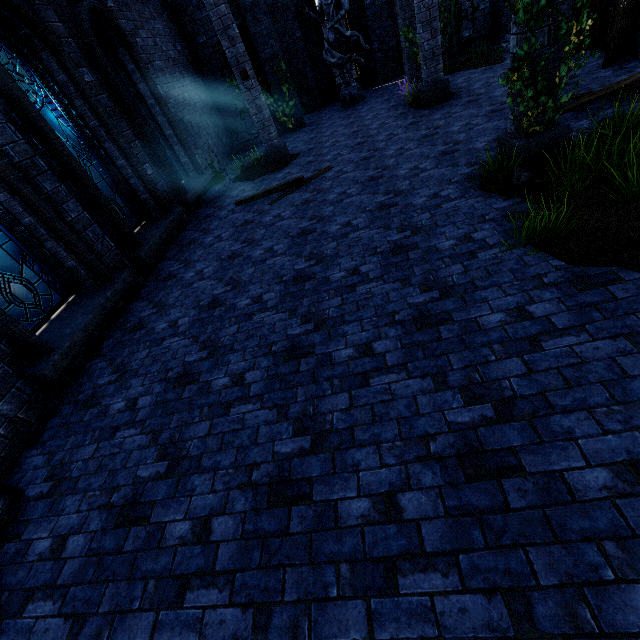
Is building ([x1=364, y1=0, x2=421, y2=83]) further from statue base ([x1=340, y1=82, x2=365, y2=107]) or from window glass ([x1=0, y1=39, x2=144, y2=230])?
statue base ([x1=340, y1=82, x2=365, y2=107])

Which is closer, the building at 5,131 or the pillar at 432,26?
the building at 5,131

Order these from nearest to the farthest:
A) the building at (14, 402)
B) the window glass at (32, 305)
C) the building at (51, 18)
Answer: the building at (14, 402)
the window glass at (32, 305)
the building at (51, 18)

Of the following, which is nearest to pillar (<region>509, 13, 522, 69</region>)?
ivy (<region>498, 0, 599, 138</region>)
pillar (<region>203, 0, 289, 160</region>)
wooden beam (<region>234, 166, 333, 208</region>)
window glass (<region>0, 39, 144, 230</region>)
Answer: ivy (<region>498, 0, 599, 138</region>)

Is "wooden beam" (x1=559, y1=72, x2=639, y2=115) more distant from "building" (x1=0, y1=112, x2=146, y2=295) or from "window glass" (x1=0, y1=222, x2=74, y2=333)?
"window glass" (x1=0, y1=222, x2=74, y2=333)

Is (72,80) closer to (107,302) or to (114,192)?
(114,192)

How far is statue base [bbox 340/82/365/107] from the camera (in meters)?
13.41

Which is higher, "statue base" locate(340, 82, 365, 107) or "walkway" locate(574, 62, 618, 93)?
"statue base" locate(340, 82, 365, 107)
